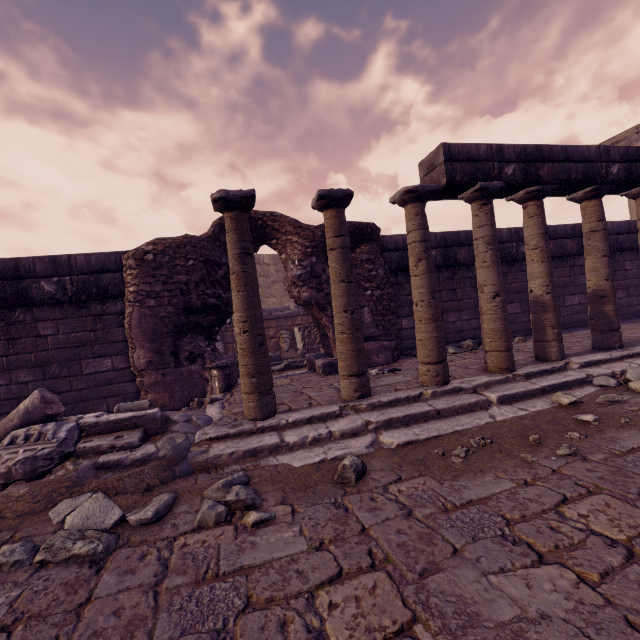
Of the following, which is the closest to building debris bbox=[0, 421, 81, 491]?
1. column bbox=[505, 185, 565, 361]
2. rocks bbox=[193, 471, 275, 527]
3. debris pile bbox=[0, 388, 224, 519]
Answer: debris pile bbox=[0, 388, 224, 519]

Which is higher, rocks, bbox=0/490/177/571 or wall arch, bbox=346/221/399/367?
wall arch, bbox=346/221/399/367

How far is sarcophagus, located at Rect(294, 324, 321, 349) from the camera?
10.5 meters

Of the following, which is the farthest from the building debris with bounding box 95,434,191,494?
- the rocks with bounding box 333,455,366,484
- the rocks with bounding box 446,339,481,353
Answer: the rocks with bounding box 446,339,481,353

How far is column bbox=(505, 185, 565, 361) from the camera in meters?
4.7

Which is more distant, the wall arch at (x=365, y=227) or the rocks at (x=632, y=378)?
the wall arch at (x=365, y=227)

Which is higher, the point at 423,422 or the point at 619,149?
the point at 619,149

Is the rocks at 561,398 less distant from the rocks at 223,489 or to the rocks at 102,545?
the rocks at 223,489
